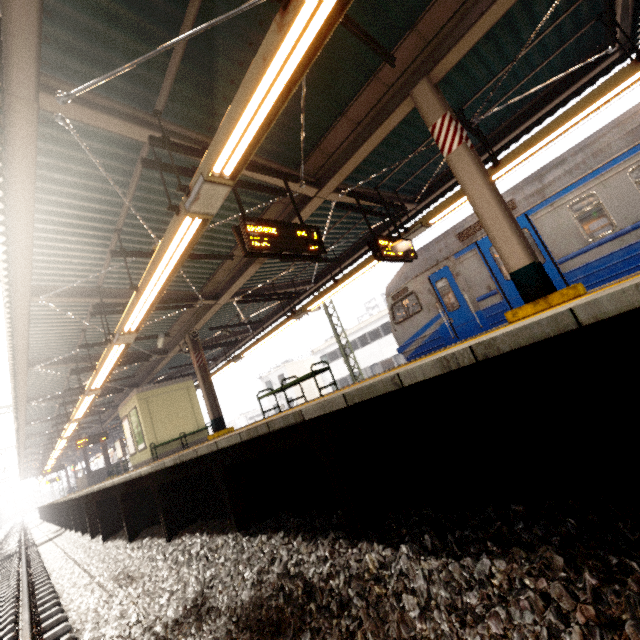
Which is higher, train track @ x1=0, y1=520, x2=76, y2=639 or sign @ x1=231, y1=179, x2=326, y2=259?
sign @ x1=231, y1=179, x2=326, y2=259

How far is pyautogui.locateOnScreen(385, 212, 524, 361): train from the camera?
7.6m

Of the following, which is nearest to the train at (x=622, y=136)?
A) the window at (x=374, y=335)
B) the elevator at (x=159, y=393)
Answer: the elevator at (x=159, y=393)

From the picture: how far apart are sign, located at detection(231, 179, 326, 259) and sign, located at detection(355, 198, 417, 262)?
1.6m

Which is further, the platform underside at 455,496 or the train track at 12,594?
the train track at 12,594

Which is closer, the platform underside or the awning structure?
the platform underside

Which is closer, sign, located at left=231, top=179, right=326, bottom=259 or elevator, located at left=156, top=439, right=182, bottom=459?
sign, located at left=231, top=179, right=326, bottom=259

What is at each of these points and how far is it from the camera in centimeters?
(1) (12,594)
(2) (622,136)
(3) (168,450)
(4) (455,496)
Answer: (1) train track, 630cm
(2) train, 582cm
(3) elevator, 1305cm
(4) platform underside, 257cm
